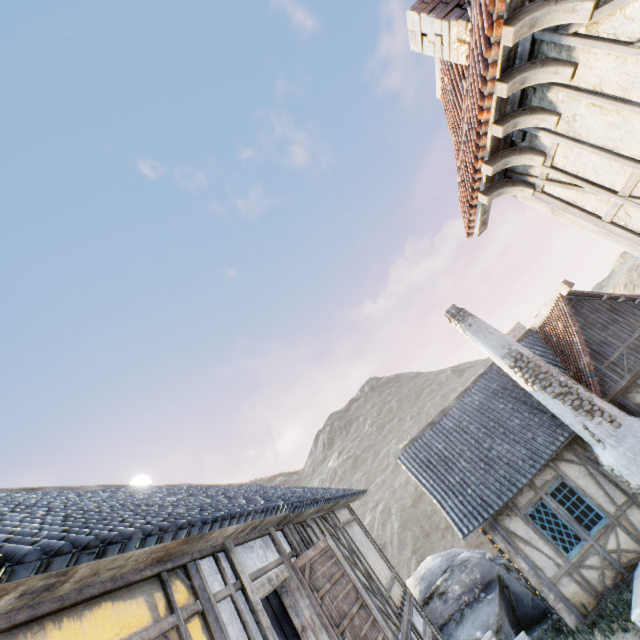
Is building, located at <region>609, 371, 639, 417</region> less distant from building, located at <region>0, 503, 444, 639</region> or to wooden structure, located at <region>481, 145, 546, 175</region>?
building, located at <region>0, 503, 444, 639</region>

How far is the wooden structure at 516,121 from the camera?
3.51m

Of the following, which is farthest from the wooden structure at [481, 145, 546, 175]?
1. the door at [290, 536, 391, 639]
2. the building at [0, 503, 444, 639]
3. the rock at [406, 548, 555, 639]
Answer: the rock at [406, 548, 555, 639]

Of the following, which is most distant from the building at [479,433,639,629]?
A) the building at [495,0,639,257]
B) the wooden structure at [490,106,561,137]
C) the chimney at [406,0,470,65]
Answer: the chimney at [406,0,470,65]

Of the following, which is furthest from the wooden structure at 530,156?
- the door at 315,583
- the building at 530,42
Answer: the door at 315,583

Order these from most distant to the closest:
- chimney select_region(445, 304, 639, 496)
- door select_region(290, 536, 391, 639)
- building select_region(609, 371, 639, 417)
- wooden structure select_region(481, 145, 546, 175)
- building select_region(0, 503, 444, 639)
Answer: building select_region(609, 371, 639, 417)
chimney select_region(445, 304, 639, 496)
door select_region(290, 536, 391, 639)
wooden structure select_region(481, 145, 546, 175)
building select_region(0, 503, 444, 639)

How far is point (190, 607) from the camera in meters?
3.1

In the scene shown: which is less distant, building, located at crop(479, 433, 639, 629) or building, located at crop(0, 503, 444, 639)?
building, located at crop(0, 503, 444, 639)
